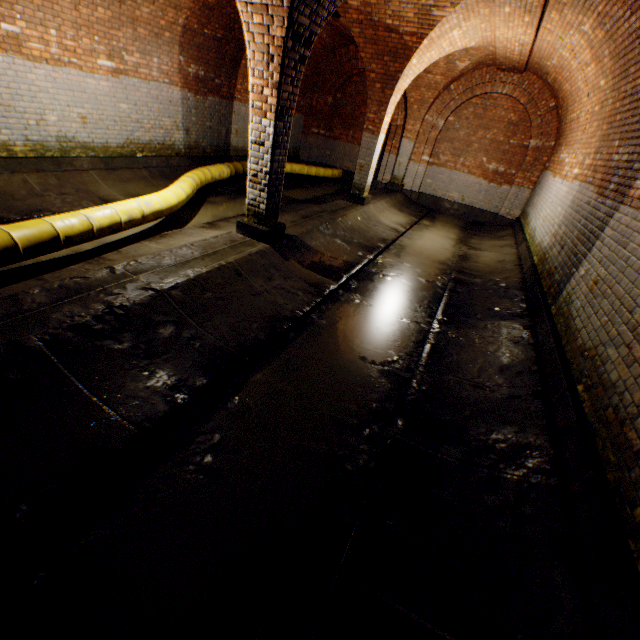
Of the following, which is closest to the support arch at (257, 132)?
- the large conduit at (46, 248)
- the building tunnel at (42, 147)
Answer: the building tunnel at (42, 147)

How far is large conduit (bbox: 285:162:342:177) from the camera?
12.37m

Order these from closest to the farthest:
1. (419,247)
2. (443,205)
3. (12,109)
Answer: (12,109)
(419,247)
(443,205)

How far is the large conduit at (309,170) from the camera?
12.37m

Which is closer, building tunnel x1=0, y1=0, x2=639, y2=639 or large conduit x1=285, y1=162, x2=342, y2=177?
building tunnel x1=0, y1=0, x2=639, y2=639

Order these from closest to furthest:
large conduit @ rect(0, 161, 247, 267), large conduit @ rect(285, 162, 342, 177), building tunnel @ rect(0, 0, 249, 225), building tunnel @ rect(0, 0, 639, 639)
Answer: building tunnel @ rect(0, 0, 639, 639), large conduit @ rect(0, 161, 247, 267), building tunnel @ rect(0, 0, 249, 225), large conduit @ rect(285, 162, 342, 177)

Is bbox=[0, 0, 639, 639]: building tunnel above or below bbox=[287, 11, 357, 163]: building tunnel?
below

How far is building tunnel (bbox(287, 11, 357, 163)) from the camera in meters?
9.8 m
